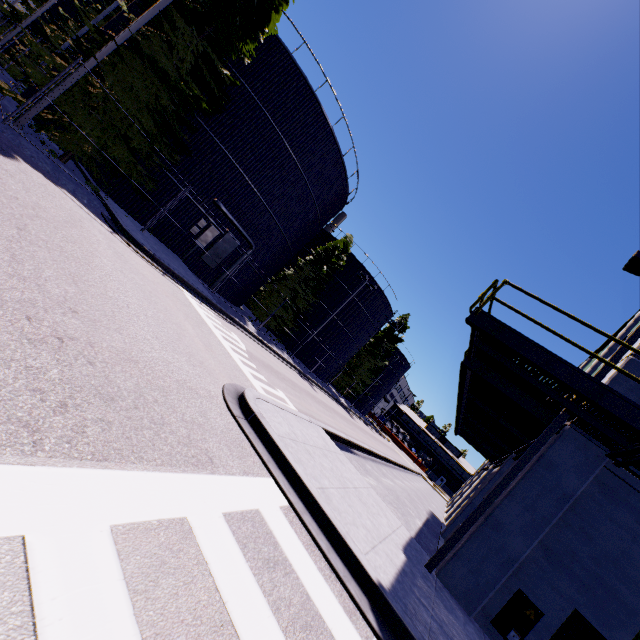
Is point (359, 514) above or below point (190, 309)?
above

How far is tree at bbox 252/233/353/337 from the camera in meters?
27.0 m

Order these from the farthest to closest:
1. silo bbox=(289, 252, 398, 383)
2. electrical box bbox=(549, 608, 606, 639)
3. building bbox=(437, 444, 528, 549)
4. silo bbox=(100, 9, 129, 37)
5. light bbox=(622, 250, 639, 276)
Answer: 1. silo bbox=(289, 252, 398, 383)
2. silo bbox=(100, 9, 129, 37)
3. building bbox=(437, 444, 528, 549)
4. light bbox=(622, 250, 639, 276)
5. electrical box bbox=(549, 608, 606, 639)

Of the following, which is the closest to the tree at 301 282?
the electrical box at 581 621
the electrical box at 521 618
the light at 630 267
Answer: the light at 630 267

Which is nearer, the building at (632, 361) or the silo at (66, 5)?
the building at (632, 361)

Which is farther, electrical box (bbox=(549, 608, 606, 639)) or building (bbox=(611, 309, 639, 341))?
building (bbox=(611, 309, 639, 341))

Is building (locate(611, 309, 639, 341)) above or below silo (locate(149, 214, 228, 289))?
above

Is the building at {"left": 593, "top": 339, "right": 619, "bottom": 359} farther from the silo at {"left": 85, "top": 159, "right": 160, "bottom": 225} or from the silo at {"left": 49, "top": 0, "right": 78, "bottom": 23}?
the silo at {"left": 49, "top": 0, "right": 78, "bottom": 23}
